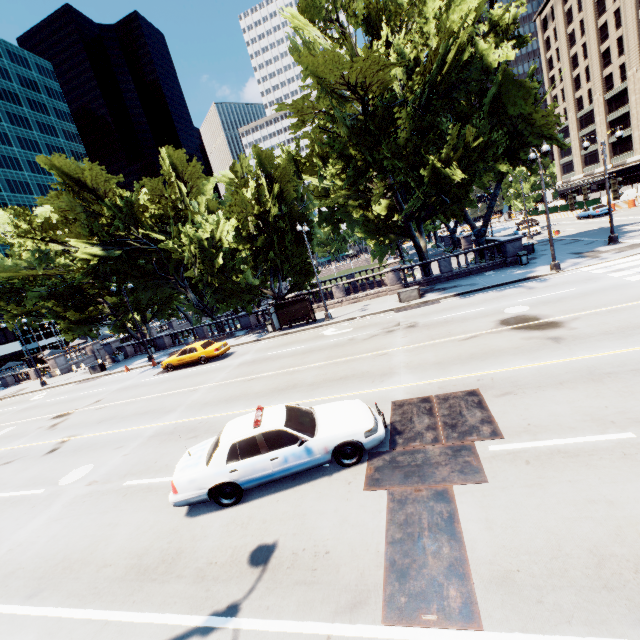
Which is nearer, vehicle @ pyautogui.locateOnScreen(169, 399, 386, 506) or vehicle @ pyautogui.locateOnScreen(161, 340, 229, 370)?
vehicle @ pyautogui.locateOnScreen(169, 399, 386, 506)

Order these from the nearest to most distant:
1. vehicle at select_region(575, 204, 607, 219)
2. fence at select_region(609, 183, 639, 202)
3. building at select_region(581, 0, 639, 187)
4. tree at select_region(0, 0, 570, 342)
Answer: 1. tree at select_region(0, 0, 570, 342)
2. vehicle at select_region(575, 204, 607, 219)
3. fence at select_region(609, 183, 639, 202)
4. building at select_region(581, 0, 639, 187)

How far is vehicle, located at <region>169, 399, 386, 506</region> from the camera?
7.3 meters

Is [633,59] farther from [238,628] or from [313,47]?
[238,628]

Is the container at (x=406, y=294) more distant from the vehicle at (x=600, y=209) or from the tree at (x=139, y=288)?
the vehicle at (x=600, y=209)

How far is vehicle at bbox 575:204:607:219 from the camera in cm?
3901

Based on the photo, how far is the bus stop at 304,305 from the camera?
25.2 meters

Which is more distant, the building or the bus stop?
the building
